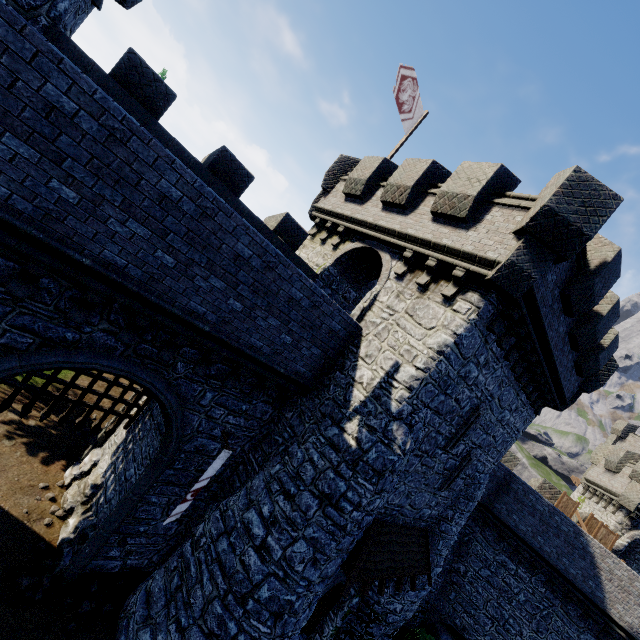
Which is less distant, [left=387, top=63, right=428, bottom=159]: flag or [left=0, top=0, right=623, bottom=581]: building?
[left=0, top=0, right=623, bottom=581]: building

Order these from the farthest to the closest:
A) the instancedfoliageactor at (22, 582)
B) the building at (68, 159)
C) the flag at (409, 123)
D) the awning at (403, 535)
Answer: the flag at (409, 123)
the awning at (403, 535)
the instancedfoliageactor at (22, 582)
the building at (68, 159)

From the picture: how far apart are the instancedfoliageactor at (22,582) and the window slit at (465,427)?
12.2m

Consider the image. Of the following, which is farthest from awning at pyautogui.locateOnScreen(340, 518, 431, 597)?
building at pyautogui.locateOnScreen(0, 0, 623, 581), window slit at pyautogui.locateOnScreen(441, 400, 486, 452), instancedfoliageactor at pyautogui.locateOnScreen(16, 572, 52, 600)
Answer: instancedfoliageactor at pyautogui.locateOnScreen(16, 572, 52, 600)

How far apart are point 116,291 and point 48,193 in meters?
2.0 m

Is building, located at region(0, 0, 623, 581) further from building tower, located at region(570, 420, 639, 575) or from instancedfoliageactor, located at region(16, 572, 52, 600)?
building tower, located at region(570, 420, 639, 575)

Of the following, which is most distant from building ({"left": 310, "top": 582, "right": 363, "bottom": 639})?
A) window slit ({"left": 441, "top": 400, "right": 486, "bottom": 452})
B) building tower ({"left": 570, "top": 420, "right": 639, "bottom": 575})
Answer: building tower ({"left": 570, "top": 420, "right": 639, "bottom": 575})
